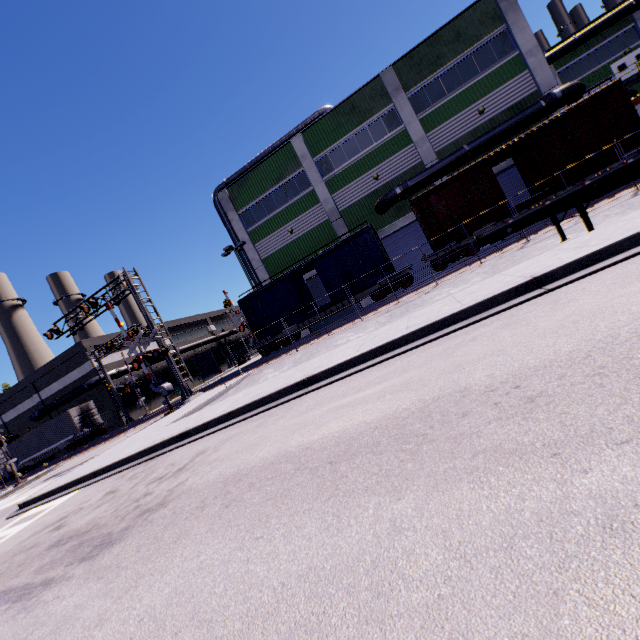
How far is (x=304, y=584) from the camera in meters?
2.0

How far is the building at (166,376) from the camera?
43.44m

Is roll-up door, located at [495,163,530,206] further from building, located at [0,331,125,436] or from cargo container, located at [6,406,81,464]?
cargo container, located at [6,406,81,464]

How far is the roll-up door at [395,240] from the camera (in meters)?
24.70

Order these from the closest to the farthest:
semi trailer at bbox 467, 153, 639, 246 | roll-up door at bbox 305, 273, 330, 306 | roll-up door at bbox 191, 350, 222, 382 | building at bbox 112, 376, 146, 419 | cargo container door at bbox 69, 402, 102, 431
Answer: semi trailer at bbox 467, 153, 639, 246
roll-up door at bbox 305, 273, 330, 306
cargo container door at bbox 69, 402, 102, 431
building at bbox 112, 376, 146, 419
roll-up door at bbox 191, 350, 222, 382

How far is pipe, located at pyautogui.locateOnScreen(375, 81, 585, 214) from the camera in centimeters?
1953cm

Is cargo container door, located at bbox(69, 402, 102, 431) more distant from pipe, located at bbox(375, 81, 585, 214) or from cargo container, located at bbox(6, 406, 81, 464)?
pipe, located at bbox(375, 81, 585, 214)

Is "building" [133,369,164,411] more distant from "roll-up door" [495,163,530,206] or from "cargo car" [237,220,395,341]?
"cargo car" [237,220,395,341]
